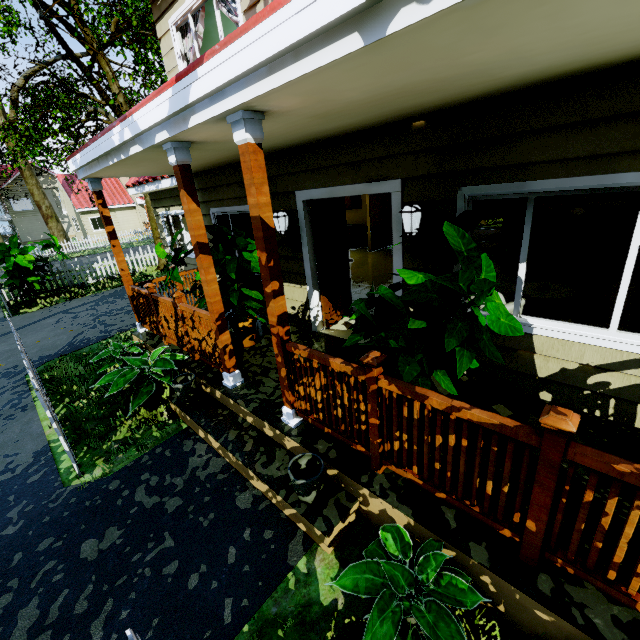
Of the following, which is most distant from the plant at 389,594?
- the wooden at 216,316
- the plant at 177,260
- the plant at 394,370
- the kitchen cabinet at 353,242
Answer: the kitchen cabinet at 353,242

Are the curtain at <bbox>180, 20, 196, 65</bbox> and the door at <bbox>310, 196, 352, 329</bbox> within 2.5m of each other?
no

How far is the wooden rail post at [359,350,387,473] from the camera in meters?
2.3 m

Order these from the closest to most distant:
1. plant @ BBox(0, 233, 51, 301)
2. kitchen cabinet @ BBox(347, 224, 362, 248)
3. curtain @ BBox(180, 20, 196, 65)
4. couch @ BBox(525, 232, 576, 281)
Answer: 1. curtain @ BBox(180, 20, 196, 65)
2. couch @ BBox(525, 232, 576, 281)
3. plant @ BBox(0, 233, 51, 301)
4. kitchen cabinet @ BBox(347, 224, 362, 248)

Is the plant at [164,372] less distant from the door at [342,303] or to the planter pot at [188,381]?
the planter pot at [188,381]

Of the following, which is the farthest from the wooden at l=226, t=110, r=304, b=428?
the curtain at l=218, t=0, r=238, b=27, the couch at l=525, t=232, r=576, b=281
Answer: the couch at l=525, t=232, r=576, b=281

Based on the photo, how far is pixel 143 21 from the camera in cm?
954

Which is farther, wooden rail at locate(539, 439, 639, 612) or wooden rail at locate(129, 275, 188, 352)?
wooden rail at locate(129, 275, 188, 352)
